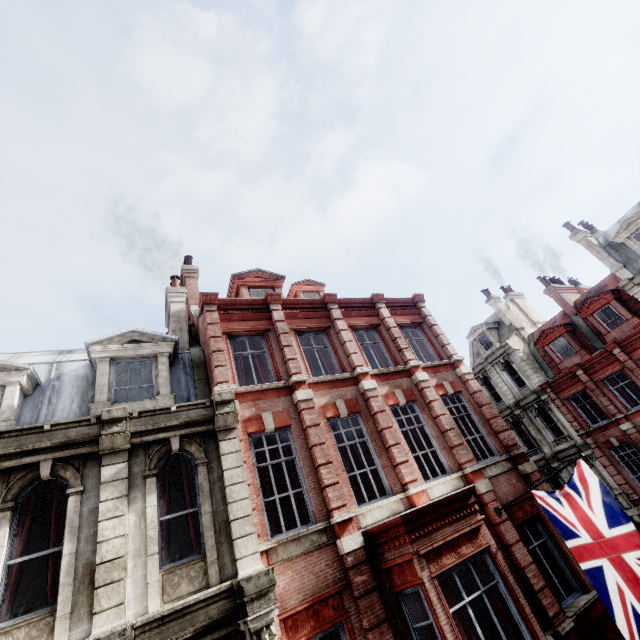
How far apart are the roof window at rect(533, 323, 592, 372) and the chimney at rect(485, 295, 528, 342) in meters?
3.5

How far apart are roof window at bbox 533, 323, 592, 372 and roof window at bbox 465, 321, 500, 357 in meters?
3.2

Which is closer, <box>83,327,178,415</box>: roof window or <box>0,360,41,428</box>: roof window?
<box>0,360,41,428</box>: roof window

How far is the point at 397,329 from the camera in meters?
13.7 m

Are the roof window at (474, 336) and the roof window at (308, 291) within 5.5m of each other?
no

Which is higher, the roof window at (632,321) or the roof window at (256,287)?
the roof window at (256,287)

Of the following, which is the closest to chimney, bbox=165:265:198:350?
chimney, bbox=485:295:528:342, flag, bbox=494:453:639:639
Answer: flag, bbox=494:453:639:639

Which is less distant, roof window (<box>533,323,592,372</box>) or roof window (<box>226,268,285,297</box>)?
roof window (<box>226,268,285,297</box>)
